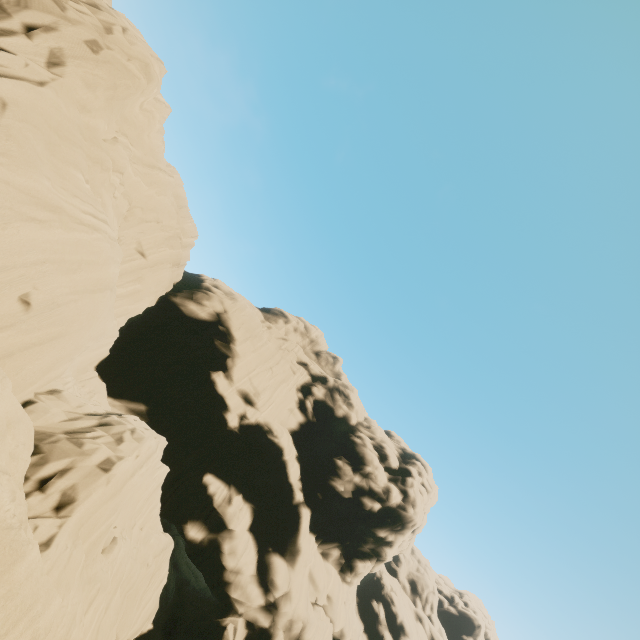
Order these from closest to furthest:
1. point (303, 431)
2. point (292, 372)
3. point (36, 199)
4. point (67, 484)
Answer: point (36, 199), point (67, 484), point (303, 431), point (292, 372)
